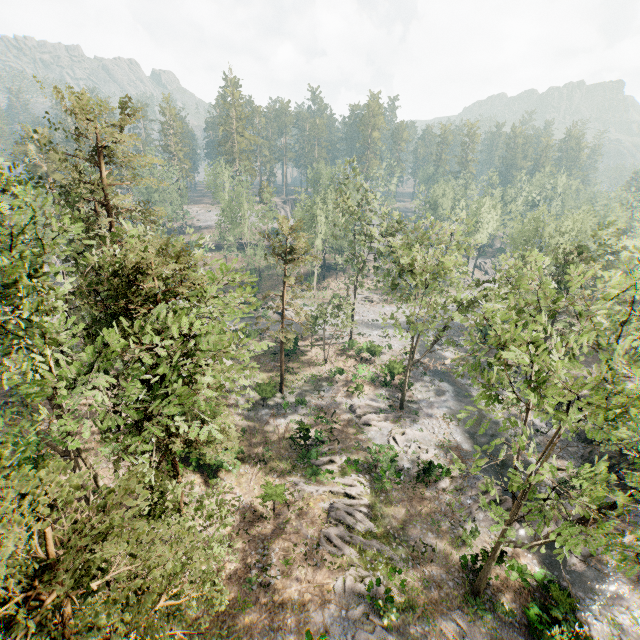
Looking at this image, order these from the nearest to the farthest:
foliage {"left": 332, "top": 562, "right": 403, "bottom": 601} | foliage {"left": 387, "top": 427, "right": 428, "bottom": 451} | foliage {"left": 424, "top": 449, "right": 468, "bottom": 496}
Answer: foliage {"left": 424, "top": 449, "right": 468, "bottom": 496} < foliage {"left": 332, "top": 562, "right": 403, "bottom": 601} < foliage {"left": 387, "top": 427, "right": 428, "bottom": 451}

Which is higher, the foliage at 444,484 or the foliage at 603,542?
the foliage at 603,542

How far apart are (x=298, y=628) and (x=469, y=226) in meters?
32.5

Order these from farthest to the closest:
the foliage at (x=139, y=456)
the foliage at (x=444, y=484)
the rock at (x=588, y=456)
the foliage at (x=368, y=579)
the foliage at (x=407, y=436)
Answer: the foliage at (x=407, y=436) < the rock at (x=588, y=456) < the foliage at (x=368, y=579) < the foliage at (x=444, y=484) < the foliage at (x=139, y=456)

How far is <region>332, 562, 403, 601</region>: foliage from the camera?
18.7 meters

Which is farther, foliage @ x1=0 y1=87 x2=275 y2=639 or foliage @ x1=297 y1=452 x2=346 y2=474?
foliage @ x1=297 y1=452 x2=346 y2=474
